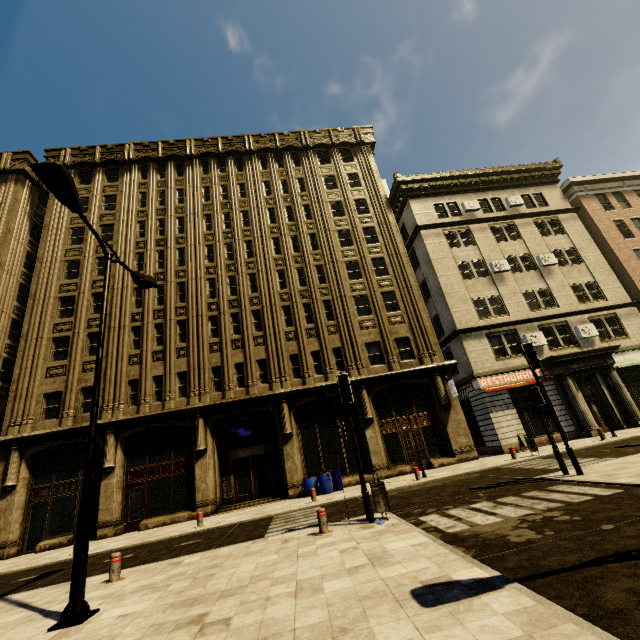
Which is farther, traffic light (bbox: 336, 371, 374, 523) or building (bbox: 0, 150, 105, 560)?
building (bbox: 0, 150, 105, 560)

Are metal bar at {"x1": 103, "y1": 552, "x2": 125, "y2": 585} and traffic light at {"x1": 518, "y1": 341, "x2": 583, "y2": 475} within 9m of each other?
no

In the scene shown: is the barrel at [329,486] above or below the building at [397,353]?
below

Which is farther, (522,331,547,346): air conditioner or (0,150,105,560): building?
(522,331,547,346): air conditioner

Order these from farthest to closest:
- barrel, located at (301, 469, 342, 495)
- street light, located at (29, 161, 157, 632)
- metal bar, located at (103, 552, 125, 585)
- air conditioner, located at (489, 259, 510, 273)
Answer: air conditioner, located at (489, 259, 510, 273)
barrel, located at (301, 469, 342, 495)
metal bar, located at (103, 552, 125, 585)
street light, located at (29, 161, 157, 632)

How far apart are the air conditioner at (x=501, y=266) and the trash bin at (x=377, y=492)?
20.5 meters

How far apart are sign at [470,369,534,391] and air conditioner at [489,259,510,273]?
7.30m

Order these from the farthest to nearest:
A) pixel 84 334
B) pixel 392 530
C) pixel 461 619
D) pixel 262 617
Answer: pixel 84 334, pixel 392 530, pixel 262 617, pixel 461 619
